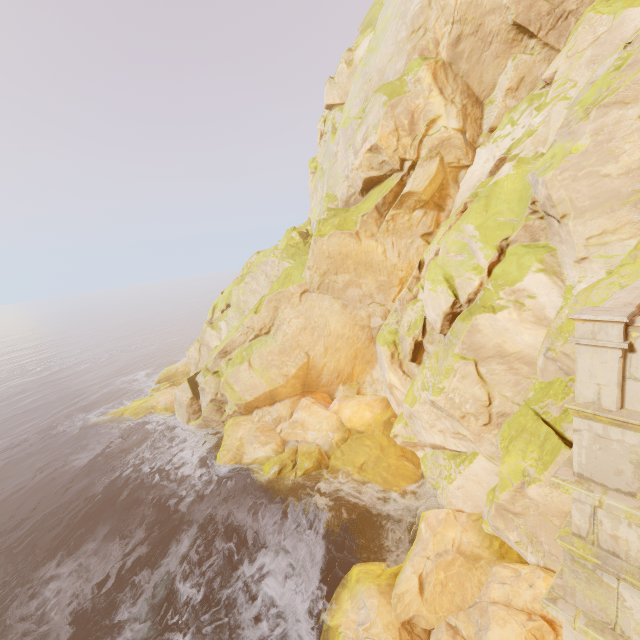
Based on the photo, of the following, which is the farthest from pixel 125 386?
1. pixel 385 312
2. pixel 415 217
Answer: pixel 415 217

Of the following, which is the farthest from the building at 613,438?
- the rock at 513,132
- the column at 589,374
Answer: the rock at 513,132

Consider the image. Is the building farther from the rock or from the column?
the rock

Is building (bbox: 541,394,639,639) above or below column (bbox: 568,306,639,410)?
below

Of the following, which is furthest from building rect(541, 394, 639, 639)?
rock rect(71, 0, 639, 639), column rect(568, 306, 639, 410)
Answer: rock rect(71, 0, 639, 639)

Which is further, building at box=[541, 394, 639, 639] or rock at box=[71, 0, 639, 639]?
rock at box=[71, 0, 639, 639]

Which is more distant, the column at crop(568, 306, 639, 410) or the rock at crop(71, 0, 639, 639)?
the rock at crop(71, 0, 639, 639)

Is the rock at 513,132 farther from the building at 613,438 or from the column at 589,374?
the column at 589,374
